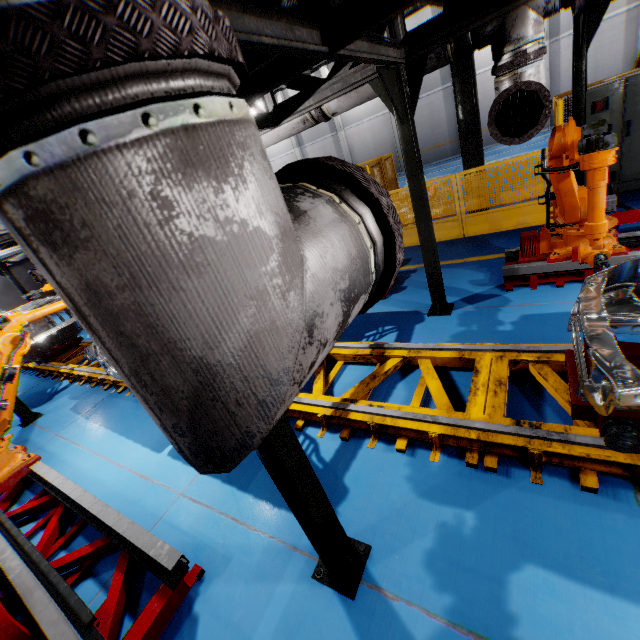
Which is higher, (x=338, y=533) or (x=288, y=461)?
(x=288, y=461)

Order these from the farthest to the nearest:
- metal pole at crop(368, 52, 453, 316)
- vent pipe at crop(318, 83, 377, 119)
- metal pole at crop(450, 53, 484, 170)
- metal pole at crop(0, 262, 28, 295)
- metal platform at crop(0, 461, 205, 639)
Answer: metal pole at crop(0, 262, 28, 295) < metal pole at crop(450, 53, 484, 170) < vent pipe at crop(318, 83, 377, 119) < metal pole at crop(368, 52, 453, 316) < metal platform at crop(0, 461, 205, 639)

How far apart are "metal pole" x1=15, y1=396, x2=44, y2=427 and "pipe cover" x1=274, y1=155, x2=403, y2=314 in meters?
7.7

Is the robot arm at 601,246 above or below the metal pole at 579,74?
below

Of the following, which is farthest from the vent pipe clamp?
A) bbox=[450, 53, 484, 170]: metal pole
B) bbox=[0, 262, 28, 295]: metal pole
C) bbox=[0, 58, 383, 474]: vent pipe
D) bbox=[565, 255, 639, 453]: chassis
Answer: bbox=[0, 262, 28, 295]: metal pole

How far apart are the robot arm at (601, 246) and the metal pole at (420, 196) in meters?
1.0 m

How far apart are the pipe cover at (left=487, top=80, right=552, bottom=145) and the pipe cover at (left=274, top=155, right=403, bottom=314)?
3.5 meters

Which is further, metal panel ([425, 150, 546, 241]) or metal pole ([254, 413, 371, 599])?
metal panel ([425, 150, 546, 241])
